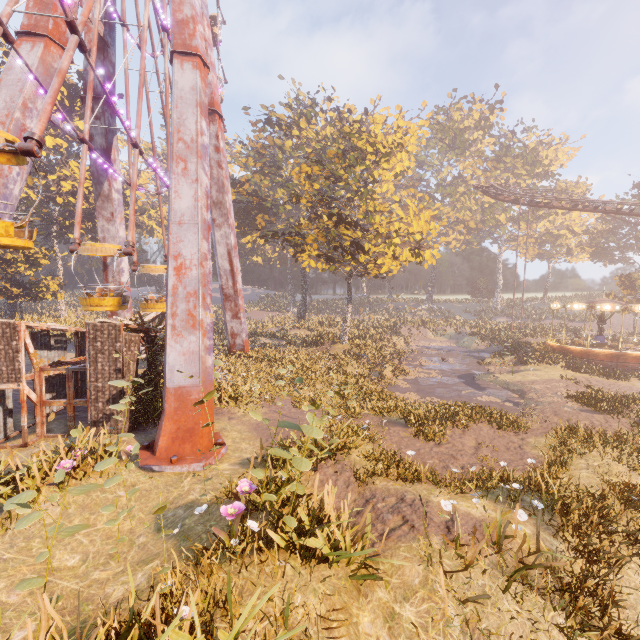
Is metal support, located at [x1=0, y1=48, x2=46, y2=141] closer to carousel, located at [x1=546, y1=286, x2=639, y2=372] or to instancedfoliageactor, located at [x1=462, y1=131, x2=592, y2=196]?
instancedfoliageactor, located at [x1=462, y1=131, x2=592, y2=196]

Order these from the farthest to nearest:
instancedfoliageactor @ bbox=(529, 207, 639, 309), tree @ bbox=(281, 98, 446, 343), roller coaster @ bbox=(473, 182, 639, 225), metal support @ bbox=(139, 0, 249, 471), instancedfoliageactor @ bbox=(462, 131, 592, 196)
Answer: instancedfoliageactor @ bbox=(462, 131, 592, 196) → instancedfoliageactor @ bbox=(529, 207, 639, 309) → roller coaster @ bbox=(473, 182, 639, 225) → tree @ bbox=(281, 98, 446, 343) → metal support @ bbox=(139, 0, 249, 471)

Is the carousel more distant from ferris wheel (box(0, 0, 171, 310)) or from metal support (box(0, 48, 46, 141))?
ferris wheel (box(0, 0, 171, 310))

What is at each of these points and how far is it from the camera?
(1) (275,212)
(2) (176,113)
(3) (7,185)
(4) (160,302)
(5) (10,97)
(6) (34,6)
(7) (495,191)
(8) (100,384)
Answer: (1) instancedfoliageactor, 38.6 meters
(2) metal support, 13.0 meters
(3) metal support, 11.7 meters
(4) ferris wheel, 18.5 meters
(5) metal support, 12.1 meters
(6) metal support, 13.1 meters
(7) roller coaster, 38.8 meters
(8) building, 10.5 meters

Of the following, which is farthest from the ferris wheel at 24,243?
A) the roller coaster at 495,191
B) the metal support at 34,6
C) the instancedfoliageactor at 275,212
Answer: the roller coaster at 495,191

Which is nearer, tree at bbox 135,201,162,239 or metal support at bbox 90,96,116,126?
metal support at bbox 90,96,116,126

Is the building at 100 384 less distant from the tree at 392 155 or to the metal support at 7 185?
the metal support at 7 185

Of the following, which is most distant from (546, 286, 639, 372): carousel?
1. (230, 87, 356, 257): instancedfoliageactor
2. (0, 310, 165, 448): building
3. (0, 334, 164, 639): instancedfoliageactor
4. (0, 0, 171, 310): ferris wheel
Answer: (0, 0, 171, 310): ferris wheel
